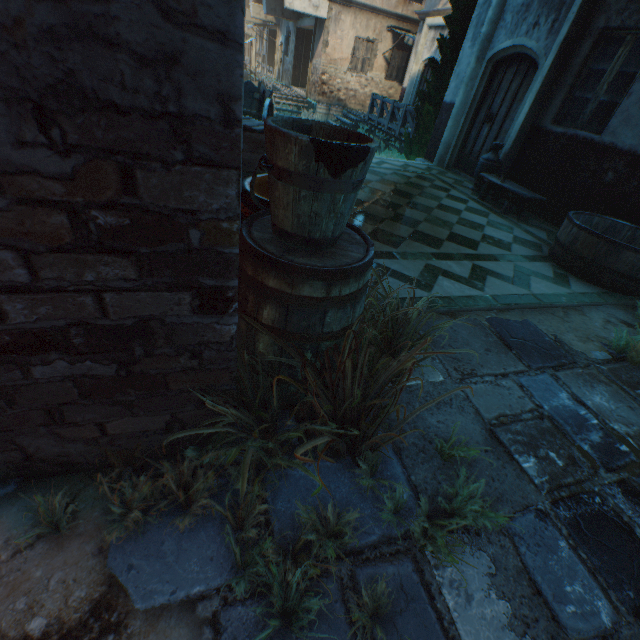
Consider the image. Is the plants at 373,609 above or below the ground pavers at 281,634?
above

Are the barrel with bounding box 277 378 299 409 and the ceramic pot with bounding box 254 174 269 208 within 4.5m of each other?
yes

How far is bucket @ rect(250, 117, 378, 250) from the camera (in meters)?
1.10

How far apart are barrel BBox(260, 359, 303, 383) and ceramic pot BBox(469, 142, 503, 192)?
6.38m

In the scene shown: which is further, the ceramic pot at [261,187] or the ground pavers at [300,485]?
the ceramic pot at [261,187]

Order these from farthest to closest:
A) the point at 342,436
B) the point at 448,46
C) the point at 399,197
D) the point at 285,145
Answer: the point at 448,46
the point at 399,197
the point at 342,436
the point at 285,145

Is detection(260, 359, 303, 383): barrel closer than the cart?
Yes

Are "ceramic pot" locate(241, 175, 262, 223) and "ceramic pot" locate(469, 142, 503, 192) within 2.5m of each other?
no
